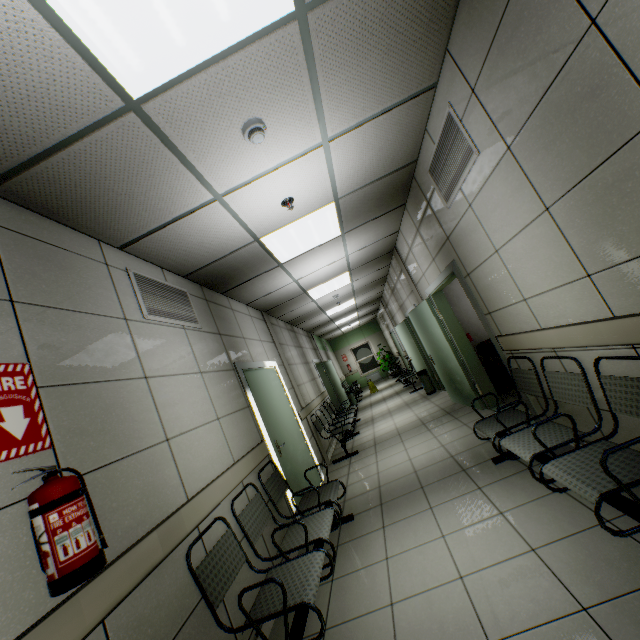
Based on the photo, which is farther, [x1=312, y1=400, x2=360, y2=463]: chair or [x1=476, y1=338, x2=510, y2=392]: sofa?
[x1=312, y1=400, x2=360, y2=463]: chair

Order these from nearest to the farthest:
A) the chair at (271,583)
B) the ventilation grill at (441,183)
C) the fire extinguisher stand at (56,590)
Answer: the fire extinguisher stand at (56,590)
the chair at (271,583)
the ventilation grill at (441,183)

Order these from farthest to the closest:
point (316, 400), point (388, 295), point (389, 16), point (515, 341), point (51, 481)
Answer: point (388, 295), point (316, 400), point (515, 341), point (389, 16), point (51, 481)

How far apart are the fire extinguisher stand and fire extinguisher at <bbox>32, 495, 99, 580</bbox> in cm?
2

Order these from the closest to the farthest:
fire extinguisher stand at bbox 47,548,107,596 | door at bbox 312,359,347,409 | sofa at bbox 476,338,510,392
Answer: fire extinguisher stand at bbox 47,548,107,596, sofa at bbox 476,338,510,392, door at bbox 312,359,347,409

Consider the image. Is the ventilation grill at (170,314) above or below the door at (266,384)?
above

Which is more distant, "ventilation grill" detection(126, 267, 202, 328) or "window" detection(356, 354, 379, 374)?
"window" detection(356, 354, 379, 374)

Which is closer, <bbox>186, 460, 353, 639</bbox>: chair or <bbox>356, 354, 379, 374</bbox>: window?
<bbox>186, 460, 353, 639</bbox>: chair
